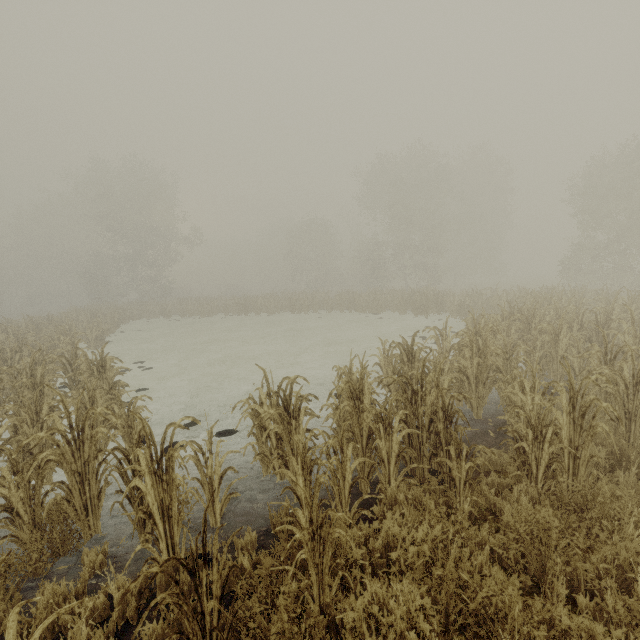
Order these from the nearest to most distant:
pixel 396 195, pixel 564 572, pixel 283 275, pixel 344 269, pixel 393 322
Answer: pixel 564 572
pixel 393 322
pixel 396 195
pixel 344 269
pixel 283 275
